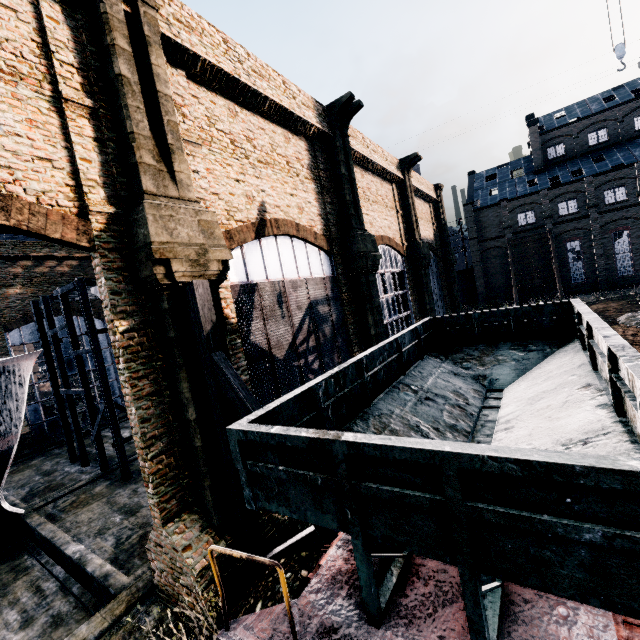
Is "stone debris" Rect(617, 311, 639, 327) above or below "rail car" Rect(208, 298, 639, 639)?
below

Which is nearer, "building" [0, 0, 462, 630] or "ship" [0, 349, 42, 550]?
"building" [0, 0, 462, 630]

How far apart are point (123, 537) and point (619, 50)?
29.8m

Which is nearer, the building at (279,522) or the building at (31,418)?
the building at (279,522)

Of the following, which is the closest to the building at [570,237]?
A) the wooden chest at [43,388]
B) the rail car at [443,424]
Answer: Result: the rail car at [443,424]

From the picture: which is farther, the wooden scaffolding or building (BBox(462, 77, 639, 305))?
building (BBox(462, 77, 639, 305))

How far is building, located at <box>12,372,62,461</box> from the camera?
27.08m

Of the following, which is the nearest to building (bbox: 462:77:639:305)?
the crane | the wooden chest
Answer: the crane
